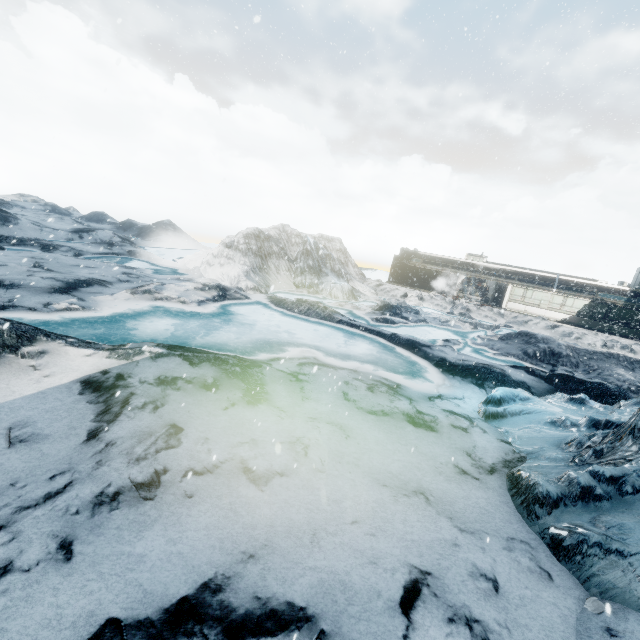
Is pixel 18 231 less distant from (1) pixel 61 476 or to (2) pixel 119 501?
(1) pixel 61 476
